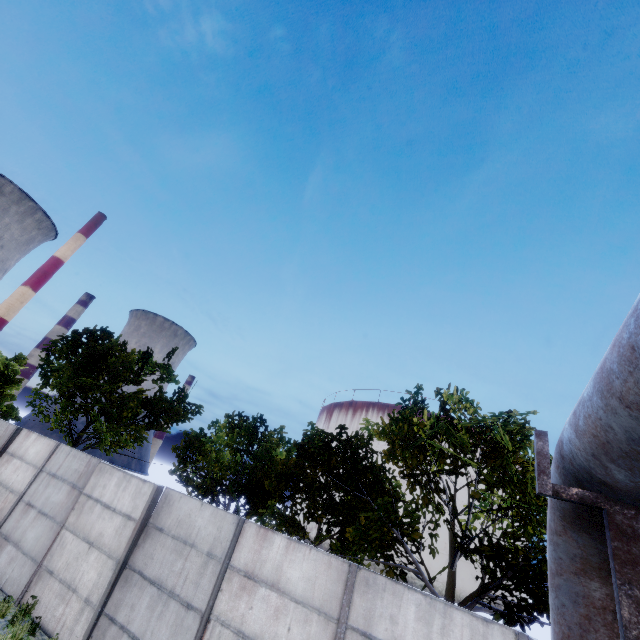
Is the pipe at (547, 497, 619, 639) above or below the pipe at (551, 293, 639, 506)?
below

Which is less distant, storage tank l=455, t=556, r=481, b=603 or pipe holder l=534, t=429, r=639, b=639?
pipe holder l=534, t=429, r=639, b=639

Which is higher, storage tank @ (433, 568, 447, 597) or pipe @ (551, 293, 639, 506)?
pipe @ (551, 293, 639, 506)

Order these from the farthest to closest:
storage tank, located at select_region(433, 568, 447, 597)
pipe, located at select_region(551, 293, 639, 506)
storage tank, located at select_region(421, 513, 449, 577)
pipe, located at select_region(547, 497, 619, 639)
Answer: storage tank, located at select_region(421, 513, 449, 577) → storage tank, located at select_region(433, 568, 447, 597) → pipe, located at select_region(547, 497, 619, 639) → pipe, located at select_region(551, 293, 639, 506)

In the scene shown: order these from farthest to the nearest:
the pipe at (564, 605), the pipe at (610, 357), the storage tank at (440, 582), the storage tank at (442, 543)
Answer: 1. the storage tank at (442, 543)
2. the storage tank at (440, 582)
3. the pipe at (564, 605)
4. the pipe at (610, 357)

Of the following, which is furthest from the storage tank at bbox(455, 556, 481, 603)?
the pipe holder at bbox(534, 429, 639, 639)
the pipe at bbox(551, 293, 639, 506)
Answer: the pipe holder at bbox(534, 429, 639, 639)

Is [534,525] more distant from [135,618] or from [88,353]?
[88,353]

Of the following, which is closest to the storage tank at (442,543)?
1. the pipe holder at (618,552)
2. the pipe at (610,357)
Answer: the pipe at (610,357)
